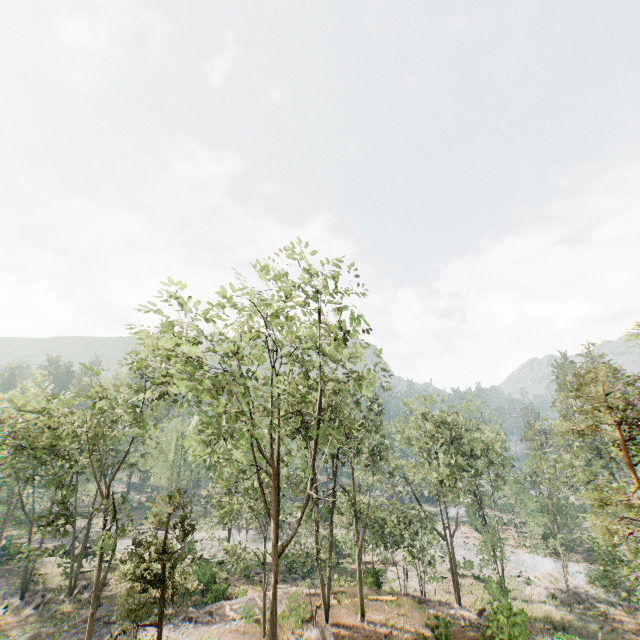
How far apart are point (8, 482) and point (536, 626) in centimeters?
6723cm

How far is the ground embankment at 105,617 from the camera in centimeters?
2392cm

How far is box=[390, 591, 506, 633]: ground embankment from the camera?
20.1 meters

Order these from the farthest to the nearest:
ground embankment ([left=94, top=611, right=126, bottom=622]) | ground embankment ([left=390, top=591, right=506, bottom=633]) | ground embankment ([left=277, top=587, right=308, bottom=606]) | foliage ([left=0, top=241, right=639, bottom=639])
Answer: ground embankment ([left=277, top=587, right=308, bottom=606]) → ground embankment ([left=94, top=611, right=126, bottom=622]) → ground embankment ([left=390, top=591, right=506, bottom=633]) → foliage ([left=0, top=241, right=639, bottom=639])

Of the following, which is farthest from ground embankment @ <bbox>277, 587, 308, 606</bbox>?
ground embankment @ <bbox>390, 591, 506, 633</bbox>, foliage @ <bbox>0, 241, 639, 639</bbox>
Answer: ground embankment @ <bbox>390, 591, 506, 633</bbox>

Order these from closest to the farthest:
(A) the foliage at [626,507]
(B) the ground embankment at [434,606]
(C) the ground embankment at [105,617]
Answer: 1. (A) the foliage at [626,507]
2. (B) the ground embankment at [434,606]
3. (C) the ground embankment at [105,617]
